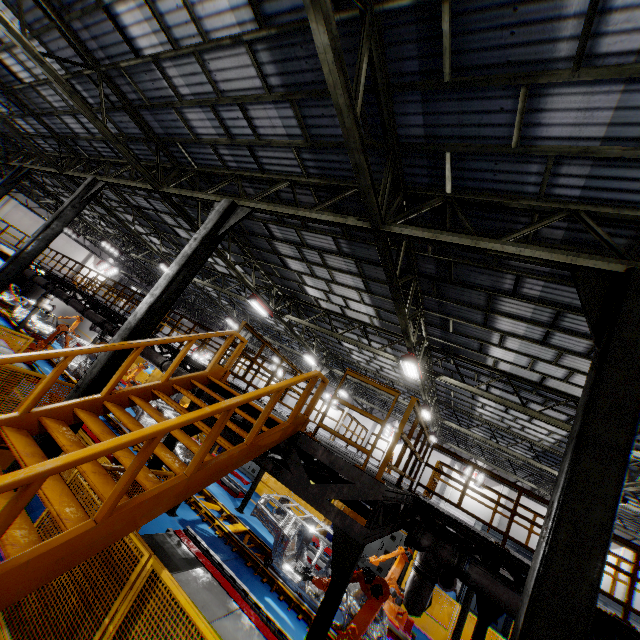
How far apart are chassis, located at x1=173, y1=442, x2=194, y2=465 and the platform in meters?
0.0

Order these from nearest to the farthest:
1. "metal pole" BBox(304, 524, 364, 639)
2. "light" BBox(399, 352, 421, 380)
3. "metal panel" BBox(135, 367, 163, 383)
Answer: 1. "metal pole" BBox(304, 524, 364, 639)
2. "light" BBox(399, 352, 421, 380)
3. "metal panel" BBox(135, 367, 163, 383)

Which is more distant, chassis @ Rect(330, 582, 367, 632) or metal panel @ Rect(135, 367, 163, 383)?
metal panel @ Rect(135, 367, 163, 383)

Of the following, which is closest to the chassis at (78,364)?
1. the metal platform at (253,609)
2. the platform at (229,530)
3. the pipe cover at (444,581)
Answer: the platform at (229,530)

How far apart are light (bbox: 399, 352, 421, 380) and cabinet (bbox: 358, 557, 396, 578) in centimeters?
804cm

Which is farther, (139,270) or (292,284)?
(139,270)

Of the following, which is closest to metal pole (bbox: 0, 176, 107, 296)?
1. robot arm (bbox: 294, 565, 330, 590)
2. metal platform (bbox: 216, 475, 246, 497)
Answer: metal platform (bbox: 216, 475, 246, 497)

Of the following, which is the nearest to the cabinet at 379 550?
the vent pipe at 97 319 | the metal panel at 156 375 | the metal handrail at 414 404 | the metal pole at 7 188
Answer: the metal panel at 156 375
